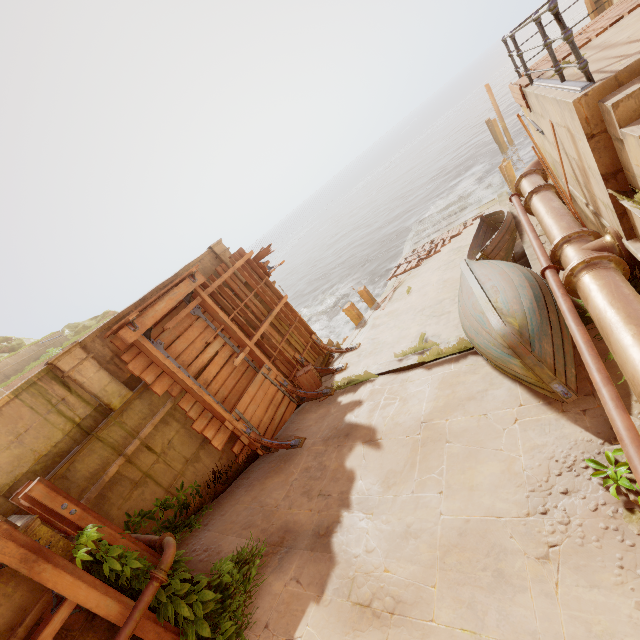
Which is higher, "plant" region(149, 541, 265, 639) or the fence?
the fence

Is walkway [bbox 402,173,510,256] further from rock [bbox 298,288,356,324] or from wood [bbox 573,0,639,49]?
rock [bbox 298,288,356,324]

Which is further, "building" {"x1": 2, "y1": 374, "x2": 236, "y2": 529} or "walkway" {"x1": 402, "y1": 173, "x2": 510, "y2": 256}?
"walkway" {"x1": 402, "y1": 173, "x2": 510, "y2": 256}

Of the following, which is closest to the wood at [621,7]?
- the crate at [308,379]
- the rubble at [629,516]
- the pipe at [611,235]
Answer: the pipe at [611,235]

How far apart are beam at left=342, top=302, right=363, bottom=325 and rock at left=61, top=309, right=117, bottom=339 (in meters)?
27.24

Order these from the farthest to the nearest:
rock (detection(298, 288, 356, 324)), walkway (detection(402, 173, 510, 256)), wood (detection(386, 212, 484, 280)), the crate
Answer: rock (detection(298, 288, 356, 324)) < walkway (detection(402, 173, 510, 256)) < wood (detection(386, 212, 484, 280)) < the crate

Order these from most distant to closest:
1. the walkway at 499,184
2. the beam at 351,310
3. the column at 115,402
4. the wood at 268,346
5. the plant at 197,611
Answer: the walkway at 499,184, the beam at 351,310, the wood at 268,346, the column at 115,402, the plant at 197,611

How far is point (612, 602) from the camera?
2.8m
